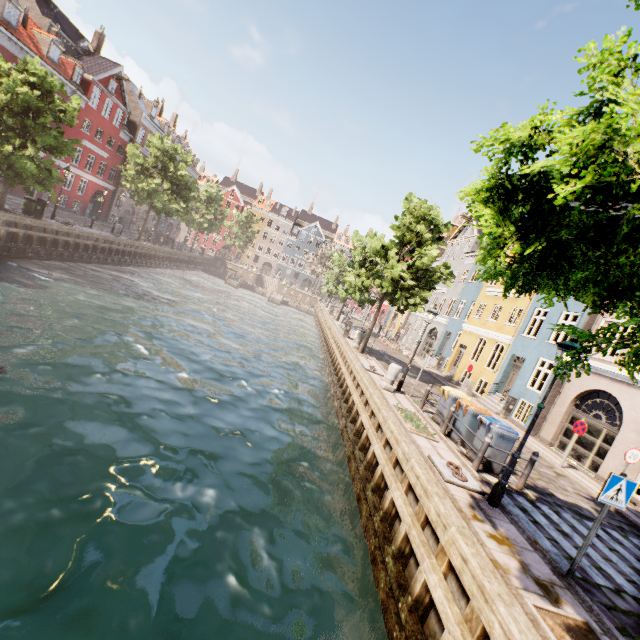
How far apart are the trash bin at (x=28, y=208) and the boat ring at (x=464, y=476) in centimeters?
2603cm

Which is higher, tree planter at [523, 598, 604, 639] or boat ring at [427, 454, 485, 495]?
boat ring at [427, 454, 485, 495]

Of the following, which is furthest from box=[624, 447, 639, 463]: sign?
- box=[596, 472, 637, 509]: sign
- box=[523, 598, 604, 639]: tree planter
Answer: box=[523, 598, 604, 639]: tree planter

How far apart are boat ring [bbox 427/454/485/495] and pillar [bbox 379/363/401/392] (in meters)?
5.03

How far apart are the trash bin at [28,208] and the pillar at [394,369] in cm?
2352

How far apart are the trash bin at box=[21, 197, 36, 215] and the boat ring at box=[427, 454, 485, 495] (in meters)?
26.03

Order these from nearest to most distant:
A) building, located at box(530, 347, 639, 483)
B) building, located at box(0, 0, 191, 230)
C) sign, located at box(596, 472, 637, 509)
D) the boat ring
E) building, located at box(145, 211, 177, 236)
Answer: sign, located at box(596, 472, 637, 509) → the boat ring → building, located at box(530, 347, 639, 483) → building, located at box(0, 0, 191, 230) → building, located at box(145, 211, 177, 236)

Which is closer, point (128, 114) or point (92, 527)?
point (92, 527)
